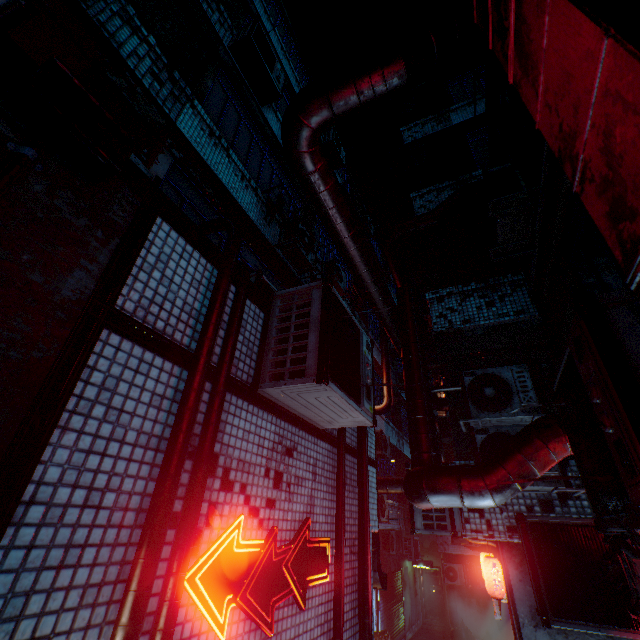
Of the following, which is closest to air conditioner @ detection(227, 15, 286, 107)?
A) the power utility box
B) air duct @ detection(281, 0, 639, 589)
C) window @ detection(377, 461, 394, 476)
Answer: air duct @ detection(281, 0, 639, 589)

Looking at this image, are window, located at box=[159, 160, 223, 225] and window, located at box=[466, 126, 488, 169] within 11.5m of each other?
yes

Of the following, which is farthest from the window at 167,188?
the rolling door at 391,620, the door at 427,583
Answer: the door at 427,583

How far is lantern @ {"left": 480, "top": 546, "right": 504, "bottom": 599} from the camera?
4.79m

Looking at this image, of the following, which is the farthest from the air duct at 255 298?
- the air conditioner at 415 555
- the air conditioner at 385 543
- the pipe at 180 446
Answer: the air conditioner at 415 555

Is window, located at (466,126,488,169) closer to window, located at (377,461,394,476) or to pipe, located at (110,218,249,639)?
pipe, located at (110,218,249,639)

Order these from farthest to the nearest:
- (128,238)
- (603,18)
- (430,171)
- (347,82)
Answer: (430,171), (347,82), (128,238), (603,18)

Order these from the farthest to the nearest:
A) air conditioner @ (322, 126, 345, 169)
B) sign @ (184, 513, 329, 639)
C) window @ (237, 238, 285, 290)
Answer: air conditioner @ (322, 126, 345, 169) → window @ (237, 238, 285, 290) → sign @ (184, 513, 329, 639)
